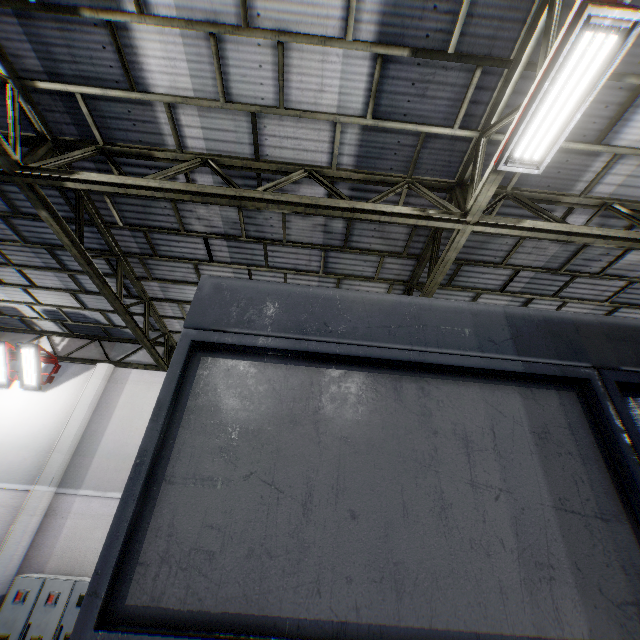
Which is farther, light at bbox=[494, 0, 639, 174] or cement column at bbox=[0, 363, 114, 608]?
cement column at bbox=[0, 363, 114, 608]

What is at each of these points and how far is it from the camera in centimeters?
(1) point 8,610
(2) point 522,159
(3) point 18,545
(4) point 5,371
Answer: (1) cabinet, 734cm
(2) light, 418cm
(3) cement column, 833cm
(4) light, 1063cm

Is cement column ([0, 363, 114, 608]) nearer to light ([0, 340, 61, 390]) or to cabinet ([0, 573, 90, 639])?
cabinet ([0, 573, 90, 639])

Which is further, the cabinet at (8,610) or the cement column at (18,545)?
the cement column at (18,545)

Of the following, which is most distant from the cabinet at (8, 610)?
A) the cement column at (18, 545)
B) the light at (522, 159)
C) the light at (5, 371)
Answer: the light at (522, 159)

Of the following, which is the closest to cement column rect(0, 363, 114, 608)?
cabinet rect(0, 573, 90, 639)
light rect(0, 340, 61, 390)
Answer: cabinet rect(0, 573, 90, 639)

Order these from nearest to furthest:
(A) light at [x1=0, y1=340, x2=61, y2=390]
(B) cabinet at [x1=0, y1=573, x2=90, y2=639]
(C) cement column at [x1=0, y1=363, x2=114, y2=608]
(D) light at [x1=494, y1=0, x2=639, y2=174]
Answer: (D) light at [x1=494, y1=0, x2=639, y2=174], (B) cabinet at [x1=0, y1=573, x2=90, y2=639], (C) cement column at [x1=0, y1=363, x2=114, y2=608], (A) light at [x1=0, y1=340, x2=61, y2=390]

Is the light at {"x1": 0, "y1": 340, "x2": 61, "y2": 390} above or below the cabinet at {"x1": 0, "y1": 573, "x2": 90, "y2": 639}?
above
